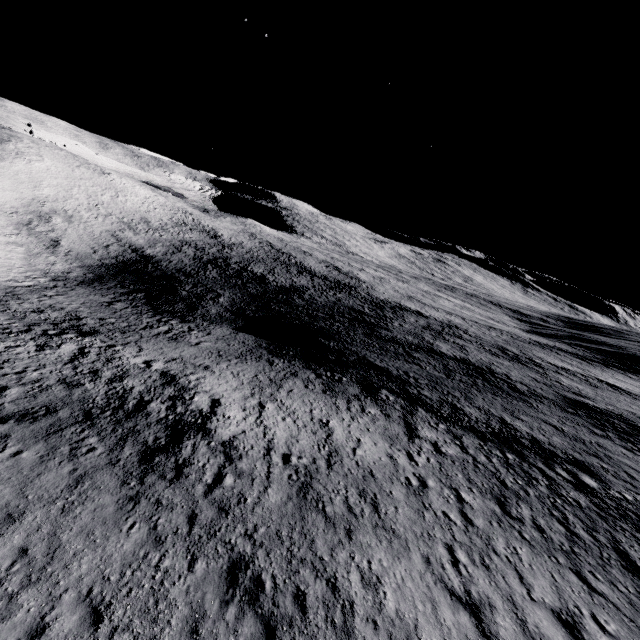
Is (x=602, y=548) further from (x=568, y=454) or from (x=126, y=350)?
(x=126, y=350)
